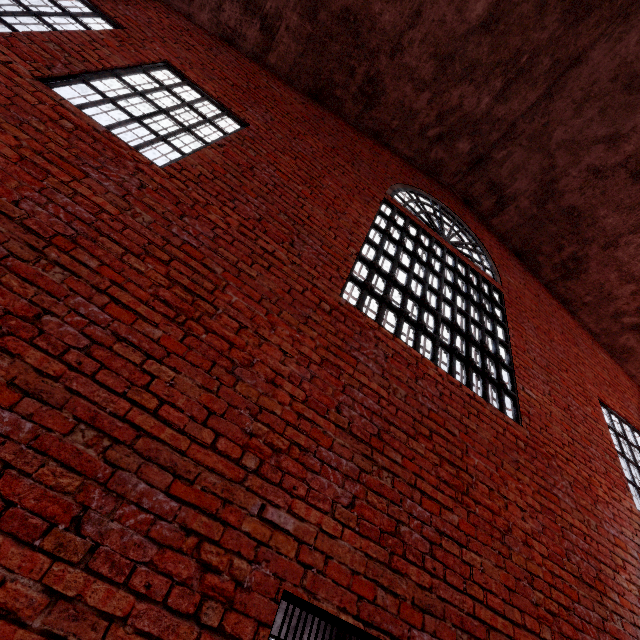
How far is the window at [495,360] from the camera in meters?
4.1

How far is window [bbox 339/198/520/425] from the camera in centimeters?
414cm

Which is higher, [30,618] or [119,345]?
[119,345]
